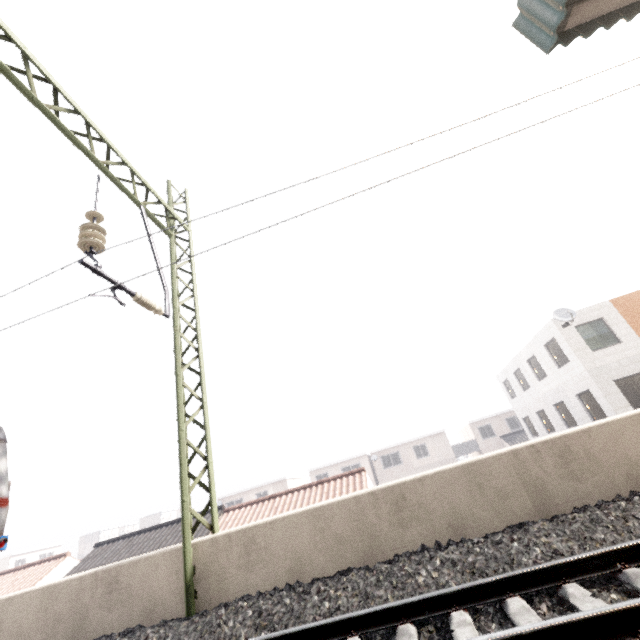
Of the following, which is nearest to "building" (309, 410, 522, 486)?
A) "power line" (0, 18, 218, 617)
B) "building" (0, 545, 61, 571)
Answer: "power line" (0, 18, 218, 617)

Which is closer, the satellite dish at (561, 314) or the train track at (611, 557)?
the train track at (611, 557)

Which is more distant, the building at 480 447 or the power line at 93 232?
the building at 480 447

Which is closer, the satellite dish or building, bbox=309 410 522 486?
the satellite dish

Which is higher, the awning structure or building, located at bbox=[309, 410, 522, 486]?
the awning structure

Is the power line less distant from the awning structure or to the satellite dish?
the awning structure

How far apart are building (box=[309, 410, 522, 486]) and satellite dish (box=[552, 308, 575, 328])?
25.9m

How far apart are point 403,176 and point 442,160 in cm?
59
